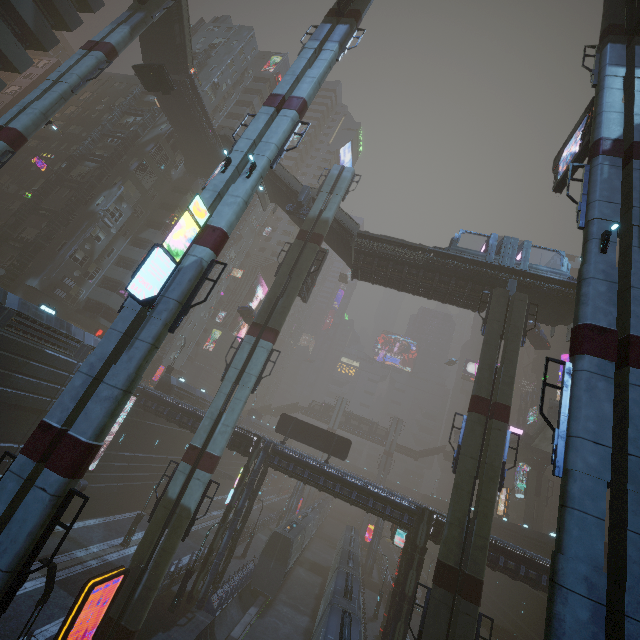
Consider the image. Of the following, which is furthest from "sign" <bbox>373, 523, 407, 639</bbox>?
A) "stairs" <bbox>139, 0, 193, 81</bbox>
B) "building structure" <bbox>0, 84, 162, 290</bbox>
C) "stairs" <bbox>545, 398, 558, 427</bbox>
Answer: "stairs" <bbox>139, 0, 193, 81</bbox>

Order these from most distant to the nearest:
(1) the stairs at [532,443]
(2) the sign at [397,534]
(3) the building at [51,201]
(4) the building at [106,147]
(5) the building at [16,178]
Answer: (1) the stairs at [532,443] < (4) the building at [106,147] < (5) the building at [16,178] < (3) the building at [51,201] < (2) the sign at [397,534]

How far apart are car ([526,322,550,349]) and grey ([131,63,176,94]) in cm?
0

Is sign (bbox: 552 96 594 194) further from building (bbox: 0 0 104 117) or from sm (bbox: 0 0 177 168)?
sm (bbox: 0 0 177 168)

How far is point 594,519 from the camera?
8.0 meters

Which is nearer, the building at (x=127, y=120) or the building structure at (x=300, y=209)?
the building structure at (x=300, y=209)

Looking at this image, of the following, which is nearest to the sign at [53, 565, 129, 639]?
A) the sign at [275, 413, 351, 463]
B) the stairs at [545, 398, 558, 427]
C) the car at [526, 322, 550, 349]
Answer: the sign at [275, 413, 351, 463]

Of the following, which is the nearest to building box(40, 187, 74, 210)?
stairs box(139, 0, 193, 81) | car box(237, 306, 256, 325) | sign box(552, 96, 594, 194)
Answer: stairs box(139, 0, 193, 81)
